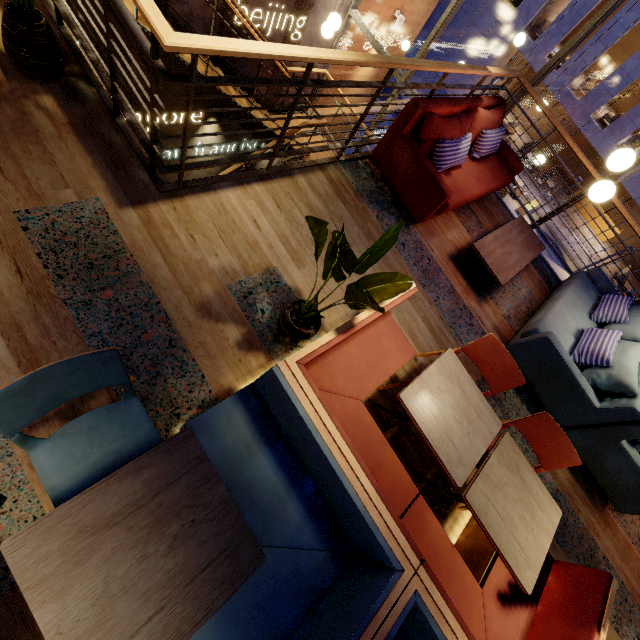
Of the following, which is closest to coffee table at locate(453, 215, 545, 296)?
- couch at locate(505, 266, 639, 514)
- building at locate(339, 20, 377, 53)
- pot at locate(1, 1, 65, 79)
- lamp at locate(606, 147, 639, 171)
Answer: couch at locate(505, 266, 639, 514)

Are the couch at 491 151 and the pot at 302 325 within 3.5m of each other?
yes

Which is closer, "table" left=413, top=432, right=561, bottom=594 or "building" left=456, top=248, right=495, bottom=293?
"table" left=413, top=432, right=561, bottom=594

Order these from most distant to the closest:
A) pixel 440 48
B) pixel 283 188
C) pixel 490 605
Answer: pixel 440 48 < pixel 283 188 < pixel 490 605

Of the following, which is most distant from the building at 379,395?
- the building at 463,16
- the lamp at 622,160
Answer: the building at 463,16

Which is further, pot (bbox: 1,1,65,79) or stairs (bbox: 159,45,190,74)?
stairs (bbox: 159,45,190,74)

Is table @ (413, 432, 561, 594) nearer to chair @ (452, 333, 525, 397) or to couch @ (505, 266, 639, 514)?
chair @ (452, 333, 525, 397)

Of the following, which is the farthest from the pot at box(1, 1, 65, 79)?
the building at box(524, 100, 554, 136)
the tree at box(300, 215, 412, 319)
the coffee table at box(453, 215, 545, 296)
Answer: the building at box(524, 100, 554, 136)
